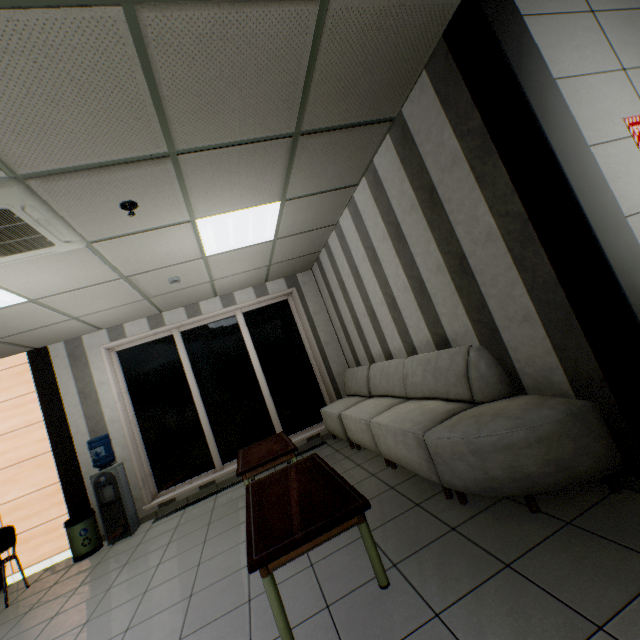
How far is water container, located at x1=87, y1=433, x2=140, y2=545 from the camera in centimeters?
473cm

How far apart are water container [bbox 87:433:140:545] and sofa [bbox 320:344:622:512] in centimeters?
332cm

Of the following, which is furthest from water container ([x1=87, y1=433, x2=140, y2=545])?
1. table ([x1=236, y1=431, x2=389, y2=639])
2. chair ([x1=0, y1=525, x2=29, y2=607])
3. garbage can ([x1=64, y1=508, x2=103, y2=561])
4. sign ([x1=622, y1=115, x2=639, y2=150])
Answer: sign ([x1=622, y1=115, x2=639, y2=150])

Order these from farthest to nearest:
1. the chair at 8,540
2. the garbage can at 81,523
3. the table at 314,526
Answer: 1. the garbage can at 81,523
2. the chair at 8,540
3. the table at 314,526

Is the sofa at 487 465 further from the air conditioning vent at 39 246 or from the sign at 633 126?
the air conditioning vent at 39 246

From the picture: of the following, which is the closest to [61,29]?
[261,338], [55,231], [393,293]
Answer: [55,231]

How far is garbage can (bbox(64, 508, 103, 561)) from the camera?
4.6 meters

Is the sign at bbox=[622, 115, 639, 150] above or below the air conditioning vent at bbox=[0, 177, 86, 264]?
below
